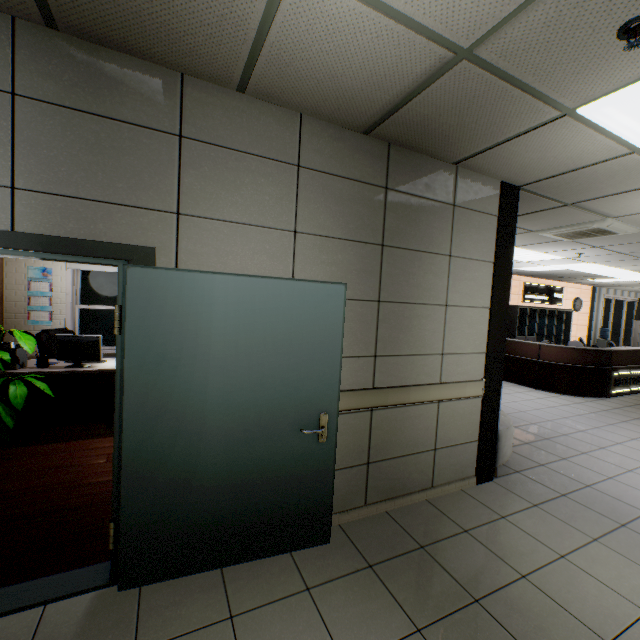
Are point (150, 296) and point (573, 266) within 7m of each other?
no

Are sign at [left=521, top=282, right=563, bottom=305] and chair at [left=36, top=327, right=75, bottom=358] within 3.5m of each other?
no

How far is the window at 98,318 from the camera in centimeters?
609cm

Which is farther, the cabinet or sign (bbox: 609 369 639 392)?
the cabinet

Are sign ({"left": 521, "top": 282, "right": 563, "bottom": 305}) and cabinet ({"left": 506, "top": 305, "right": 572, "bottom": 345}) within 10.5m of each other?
yes

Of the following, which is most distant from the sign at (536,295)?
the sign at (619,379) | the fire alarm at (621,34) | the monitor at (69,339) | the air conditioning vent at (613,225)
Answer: the monitor at (69,339)

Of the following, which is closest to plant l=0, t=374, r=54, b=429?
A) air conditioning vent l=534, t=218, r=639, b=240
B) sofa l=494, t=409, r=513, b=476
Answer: sofa l=494, t=409, r=513, b=476

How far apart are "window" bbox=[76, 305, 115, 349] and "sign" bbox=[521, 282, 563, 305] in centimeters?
1210cm
